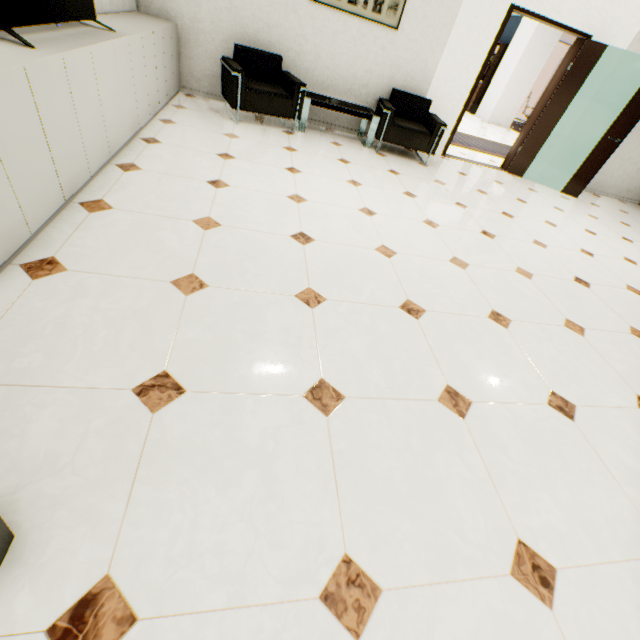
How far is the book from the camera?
11.7 meters

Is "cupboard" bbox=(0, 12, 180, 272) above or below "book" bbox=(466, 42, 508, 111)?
below

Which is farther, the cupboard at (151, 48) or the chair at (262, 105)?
the chair at (262, 105)

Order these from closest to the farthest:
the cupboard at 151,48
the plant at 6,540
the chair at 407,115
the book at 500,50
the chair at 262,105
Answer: the plant at 6,540
the cupboard at 151,48
the chair at 262,105
the chair at 407,115
the book at 500,50

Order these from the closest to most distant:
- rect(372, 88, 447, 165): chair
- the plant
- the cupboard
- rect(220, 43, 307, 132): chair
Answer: the plant → the cupboard → rect(220, 43, 307, 132): chair → rect(372, 88, 447, 165): chair

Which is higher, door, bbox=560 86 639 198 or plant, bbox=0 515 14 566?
door, bbox=560 86 639 198

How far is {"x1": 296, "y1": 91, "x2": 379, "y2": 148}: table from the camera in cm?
471

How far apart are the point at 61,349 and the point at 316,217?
2.20m
